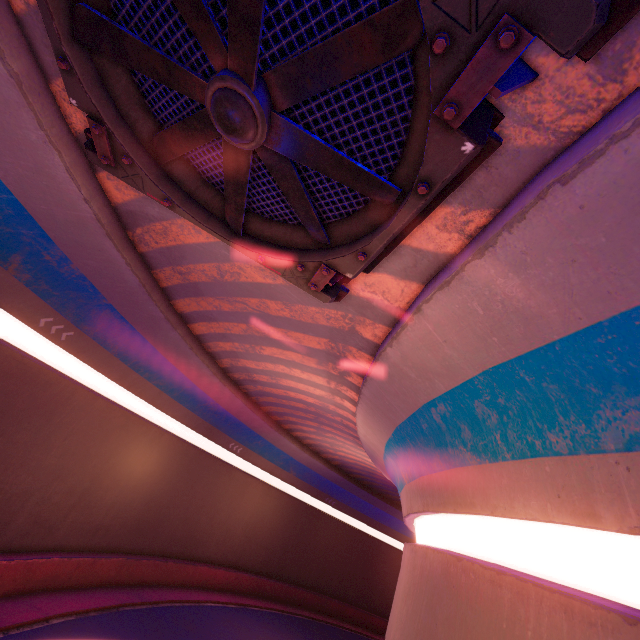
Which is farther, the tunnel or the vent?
the tunnel

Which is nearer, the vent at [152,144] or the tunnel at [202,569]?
the vent at [152,144]

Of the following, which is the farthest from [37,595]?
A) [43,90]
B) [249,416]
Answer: [43,90]
